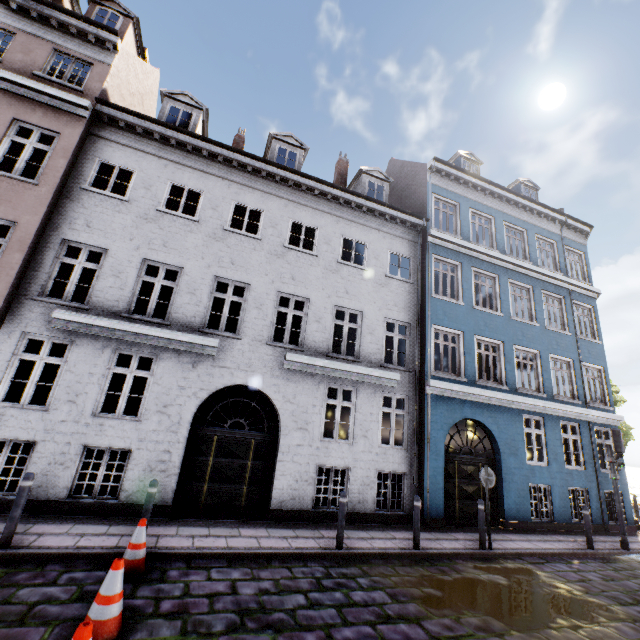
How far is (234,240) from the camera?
10.4 meters

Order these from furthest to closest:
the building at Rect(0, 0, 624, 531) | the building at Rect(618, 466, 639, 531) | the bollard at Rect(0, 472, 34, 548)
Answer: the building at Rect(618, 466, 639, 531)
the building at Rect(0, 0, 624, 531)
the bollard at Rect(0, 472, 34, 548)

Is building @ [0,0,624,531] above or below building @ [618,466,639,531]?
above

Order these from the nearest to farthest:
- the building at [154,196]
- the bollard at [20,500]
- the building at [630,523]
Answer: the bollard at [20,500] < the building at [154,196] < the building at [630,523]

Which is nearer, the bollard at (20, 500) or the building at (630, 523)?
the bollard at (20, 500)

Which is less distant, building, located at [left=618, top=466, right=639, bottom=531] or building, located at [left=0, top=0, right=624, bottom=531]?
building, located at [left=0, top=0, right=624, bottom=531]

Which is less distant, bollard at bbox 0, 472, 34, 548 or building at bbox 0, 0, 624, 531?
bollard at bbox 0, 472, 34, 548
